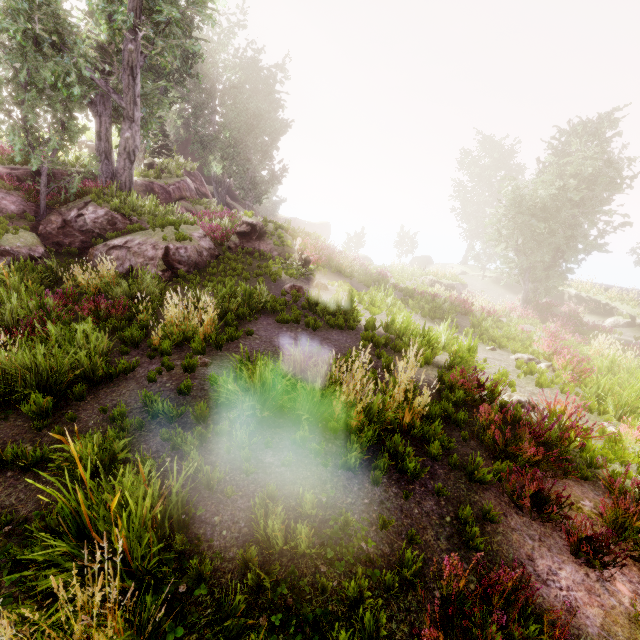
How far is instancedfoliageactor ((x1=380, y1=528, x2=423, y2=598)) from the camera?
3.12m

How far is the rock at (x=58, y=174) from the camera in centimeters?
1691cm

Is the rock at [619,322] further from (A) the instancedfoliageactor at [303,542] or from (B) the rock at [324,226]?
(B) the rock at [324,226]

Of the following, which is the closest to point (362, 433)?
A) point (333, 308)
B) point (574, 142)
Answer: point (333, 308)

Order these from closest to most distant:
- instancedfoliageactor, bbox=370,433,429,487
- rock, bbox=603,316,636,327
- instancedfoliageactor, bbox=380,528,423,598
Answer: instancedfoliageactor, bbox=380,528,423,598 < instancedfoliageactor, bbox=370,433,429,487 < rock, bbox=603,316,636,327

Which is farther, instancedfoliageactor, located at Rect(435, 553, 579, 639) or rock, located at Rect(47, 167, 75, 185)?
rock, located at Rect(47, 167, 75, 185)

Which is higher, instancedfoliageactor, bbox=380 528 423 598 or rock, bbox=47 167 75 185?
rock, bbox=47 167 75 185

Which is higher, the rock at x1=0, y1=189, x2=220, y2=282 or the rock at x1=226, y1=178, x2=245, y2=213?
the rock at x1=226, y1=178, x2=245, y2=213
